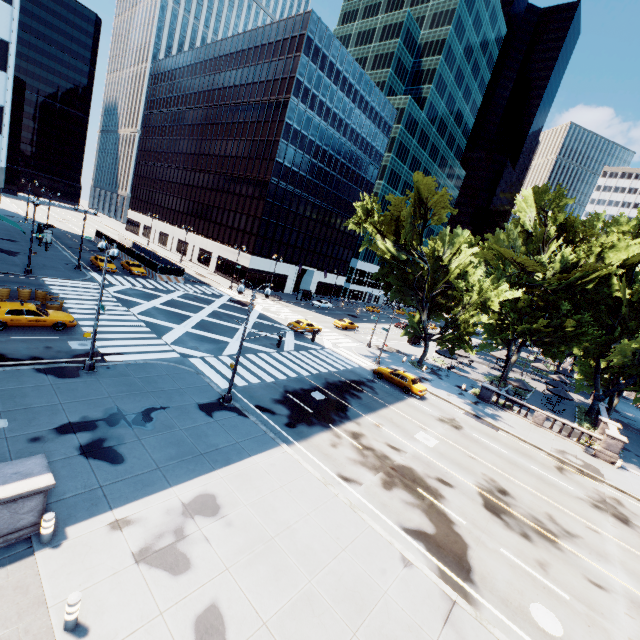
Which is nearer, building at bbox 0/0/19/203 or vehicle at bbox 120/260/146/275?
building at bbox 0/0/19/203

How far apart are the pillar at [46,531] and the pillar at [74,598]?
2.4m

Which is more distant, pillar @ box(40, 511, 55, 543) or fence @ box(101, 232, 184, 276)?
fence @ box(101, 232, 184, 276)

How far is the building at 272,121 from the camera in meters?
52.6

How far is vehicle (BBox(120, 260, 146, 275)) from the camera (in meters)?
43.20

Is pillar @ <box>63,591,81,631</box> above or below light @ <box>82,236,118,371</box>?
below

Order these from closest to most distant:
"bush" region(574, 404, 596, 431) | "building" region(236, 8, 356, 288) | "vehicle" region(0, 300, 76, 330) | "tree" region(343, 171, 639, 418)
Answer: "vehicle" region(0, 300, 76, 330), "tree" region(343, 171, 639, 418), "bush" region(574, 404, 596, 431), "building" region(236, 8, 356, 288)

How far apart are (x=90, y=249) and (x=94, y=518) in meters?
54.8 m
